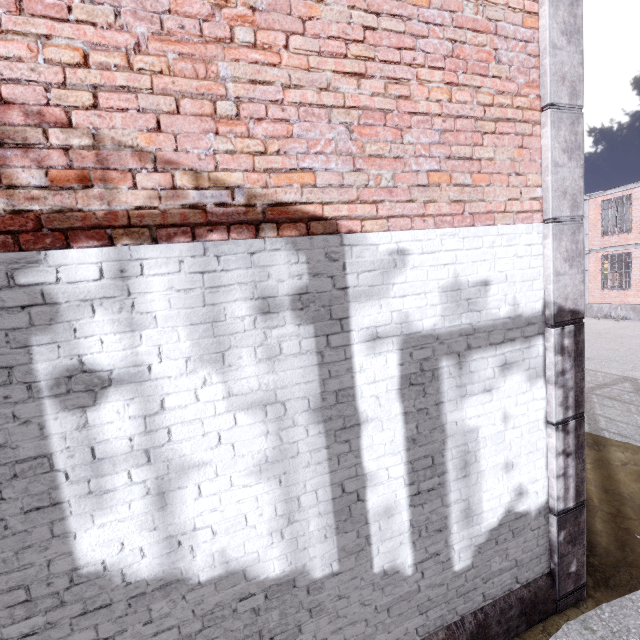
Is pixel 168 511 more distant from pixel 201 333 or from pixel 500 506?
pixel 500 506

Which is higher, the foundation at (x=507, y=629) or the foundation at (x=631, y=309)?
the foundation at (x=631, y=309)

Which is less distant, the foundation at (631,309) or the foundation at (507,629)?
the foundation at (507,629)

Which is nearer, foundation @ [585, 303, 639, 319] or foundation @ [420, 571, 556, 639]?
foundation @ [420, 571, 556, 639]

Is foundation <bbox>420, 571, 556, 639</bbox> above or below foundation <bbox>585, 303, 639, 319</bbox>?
below
